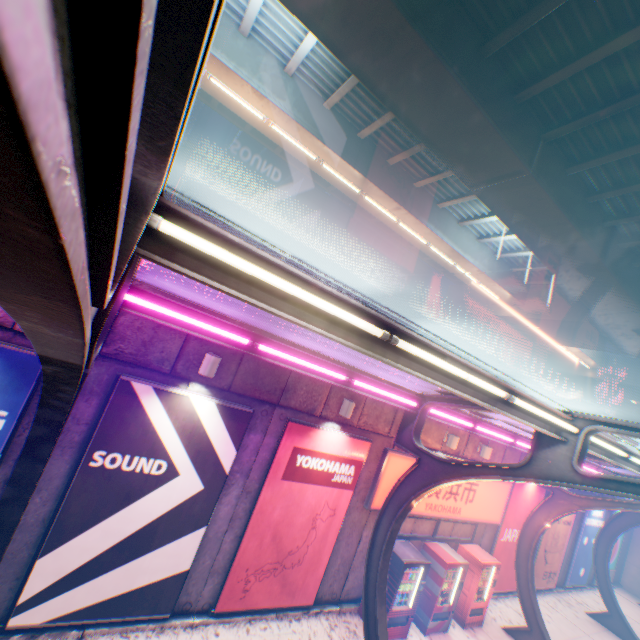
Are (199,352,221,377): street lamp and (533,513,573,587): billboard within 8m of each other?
no

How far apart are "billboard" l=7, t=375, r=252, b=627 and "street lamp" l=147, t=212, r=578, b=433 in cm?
448

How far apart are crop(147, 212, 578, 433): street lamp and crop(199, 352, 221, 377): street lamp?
3.95m

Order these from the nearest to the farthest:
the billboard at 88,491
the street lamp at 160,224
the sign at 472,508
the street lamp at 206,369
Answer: the street lamp at 160,224 → the billboard at 88,491 → the street lamp at 206,369 → the sign at 472,508

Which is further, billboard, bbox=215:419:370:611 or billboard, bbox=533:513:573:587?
billboard, bbox=533:513:573:587

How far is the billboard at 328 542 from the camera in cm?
719

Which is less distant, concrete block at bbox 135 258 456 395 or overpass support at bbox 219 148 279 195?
concrete block at bbox 135 258 456 395

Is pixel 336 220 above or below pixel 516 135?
above
